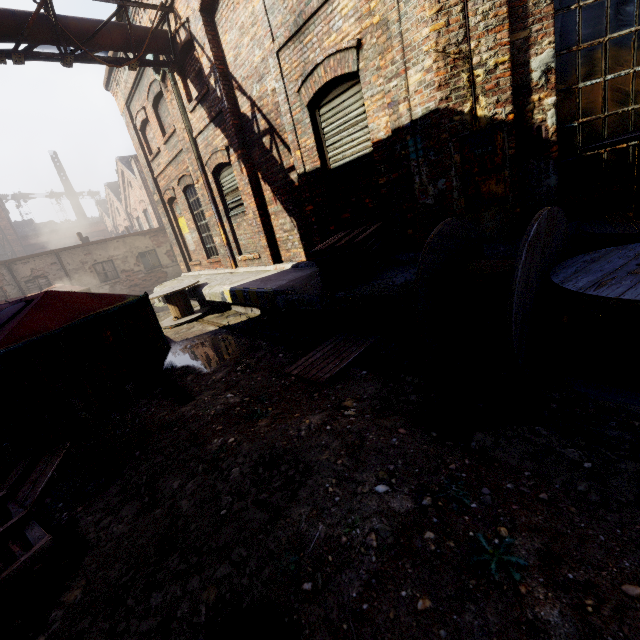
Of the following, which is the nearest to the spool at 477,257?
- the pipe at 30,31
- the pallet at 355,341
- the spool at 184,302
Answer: the pallet at 355,341

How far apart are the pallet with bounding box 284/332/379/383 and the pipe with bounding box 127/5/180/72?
8.3m

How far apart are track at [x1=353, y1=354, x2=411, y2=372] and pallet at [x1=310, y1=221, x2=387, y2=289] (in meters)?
1.14

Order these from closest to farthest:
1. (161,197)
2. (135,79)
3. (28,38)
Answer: (28,38) → (135,79) → (161,197)

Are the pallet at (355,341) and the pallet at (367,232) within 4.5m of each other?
yes

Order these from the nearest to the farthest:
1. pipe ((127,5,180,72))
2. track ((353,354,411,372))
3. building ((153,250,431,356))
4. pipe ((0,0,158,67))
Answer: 1. track ((353,354,411,372))
2. building ((153,250,431,356))
3. pipe ((0,0,158,67))
4. pipe ((127,5,180,72))

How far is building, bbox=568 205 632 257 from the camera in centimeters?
434cm

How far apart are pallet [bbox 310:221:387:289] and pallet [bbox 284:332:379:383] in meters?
0.7
